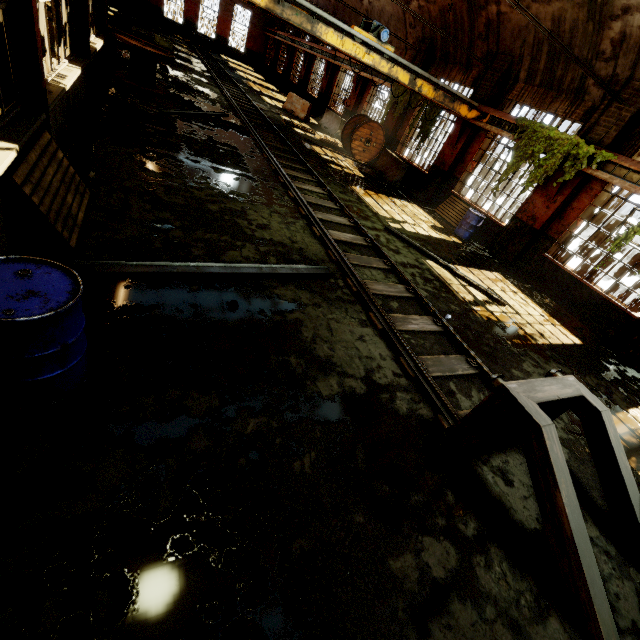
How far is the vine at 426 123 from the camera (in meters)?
13.64

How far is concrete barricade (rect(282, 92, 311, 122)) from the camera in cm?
1961

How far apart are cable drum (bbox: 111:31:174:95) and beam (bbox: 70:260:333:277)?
10.5m

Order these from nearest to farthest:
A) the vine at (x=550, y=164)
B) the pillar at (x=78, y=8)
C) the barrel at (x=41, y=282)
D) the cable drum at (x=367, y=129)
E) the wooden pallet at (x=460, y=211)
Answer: the barrel at (x=41, y=282) < the pillar at (x=78, y=8) < the vine at (x=550, y=164) < the wooden pallet at (x=460, y=211) < the cable drum at (x=367, y=129)

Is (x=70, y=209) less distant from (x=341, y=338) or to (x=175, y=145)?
(x=341, y=338)

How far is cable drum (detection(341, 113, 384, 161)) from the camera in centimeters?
1567cm

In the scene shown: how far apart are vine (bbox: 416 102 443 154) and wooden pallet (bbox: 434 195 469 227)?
2.8m

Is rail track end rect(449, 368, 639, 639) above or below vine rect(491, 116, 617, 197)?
below
